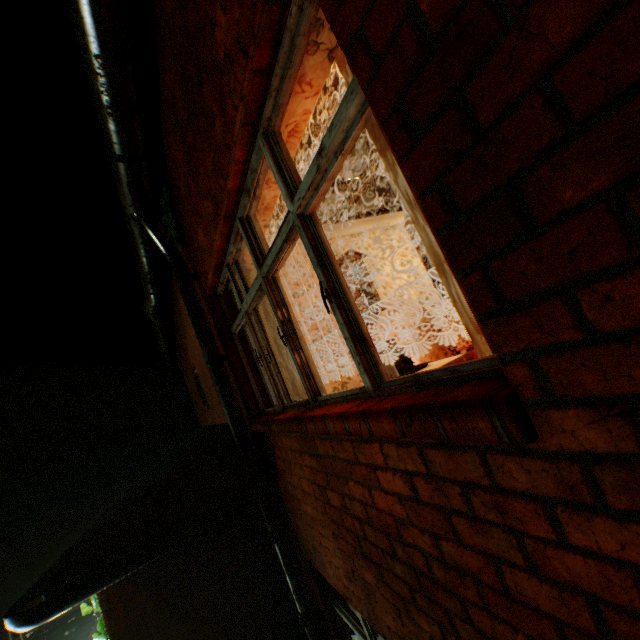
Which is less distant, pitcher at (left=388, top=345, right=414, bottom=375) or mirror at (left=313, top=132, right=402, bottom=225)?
pitcher at (left=388, top=345, right=414, bottom=375)

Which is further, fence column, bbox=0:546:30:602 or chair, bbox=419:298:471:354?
fence column, bbox=0:546:30:602

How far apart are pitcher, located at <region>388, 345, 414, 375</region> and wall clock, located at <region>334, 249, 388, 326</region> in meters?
2.4

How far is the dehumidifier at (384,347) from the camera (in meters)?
4.32

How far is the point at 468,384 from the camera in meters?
1.1 m

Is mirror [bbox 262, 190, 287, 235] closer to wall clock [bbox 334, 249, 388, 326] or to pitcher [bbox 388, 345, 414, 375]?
wall clock [bbox 334, 249, 388, 326]

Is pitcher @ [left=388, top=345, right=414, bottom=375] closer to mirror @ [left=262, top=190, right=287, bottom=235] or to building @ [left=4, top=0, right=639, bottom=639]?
building @ [left=4, top=0, right=639, bottom=639]

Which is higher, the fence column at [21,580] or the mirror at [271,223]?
the mirror at [271,223]
